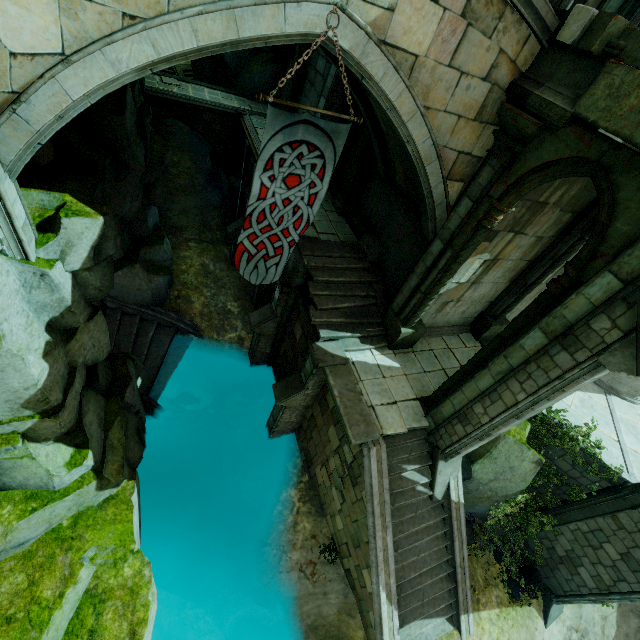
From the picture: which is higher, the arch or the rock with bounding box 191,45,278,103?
the arch

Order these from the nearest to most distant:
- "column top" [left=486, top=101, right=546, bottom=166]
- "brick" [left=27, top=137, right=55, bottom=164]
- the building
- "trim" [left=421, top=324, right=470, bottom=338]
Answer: "column top" [left=486, top=101, right=546, bottom=166]
"brick" [left=27, top=137, right=55, bottom=164]
the building
"trim" [left=421, top=324, right=470, bottom=338]

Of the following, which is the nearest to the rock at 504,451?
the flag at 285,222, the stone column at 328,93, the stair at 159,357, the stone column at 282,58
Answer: the flag at 285,222

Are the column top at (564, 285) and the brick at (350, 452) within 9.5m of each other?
yes

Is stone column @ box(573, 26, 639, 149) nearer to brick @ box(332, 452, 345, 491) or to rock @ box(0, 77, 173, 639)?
brick @ box(332, 452, 345, 491)

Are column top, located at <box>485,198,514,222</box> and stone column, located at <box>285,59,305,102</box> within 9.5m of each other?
no

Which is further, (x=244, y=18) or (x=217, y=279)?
(x=217, y=279)

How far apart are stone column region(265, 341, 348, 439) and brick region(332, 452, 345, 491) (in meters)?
1.94
